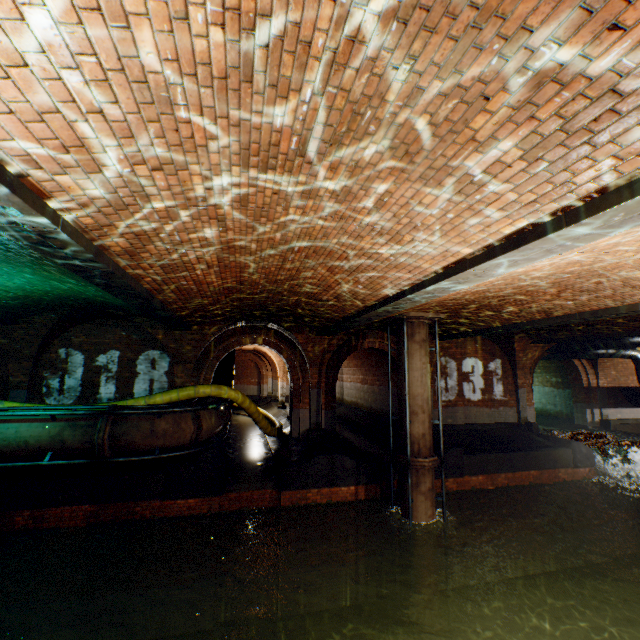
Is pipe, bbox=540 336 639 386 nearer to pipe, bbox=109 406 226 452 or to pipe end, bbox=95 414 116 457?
pipe, bbox=109 406 226 452

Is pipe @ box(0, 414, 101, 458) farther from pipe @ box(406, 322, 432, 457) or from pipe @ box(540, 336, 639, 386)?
pipe @ box(540, 336, 639, 386)

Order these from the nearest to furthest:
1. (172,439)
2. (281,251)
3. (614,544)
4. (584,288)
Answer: (281,251) → (584,288) → (172,439) → (614,544)

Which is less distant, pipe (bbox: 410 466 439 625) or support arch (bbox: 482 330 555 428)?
pipe (bbox: 410 466 439 625)

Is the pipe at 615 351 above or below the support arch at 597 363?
above

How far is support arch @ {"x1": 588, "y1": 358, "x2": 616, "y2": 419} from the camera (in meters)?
16.20

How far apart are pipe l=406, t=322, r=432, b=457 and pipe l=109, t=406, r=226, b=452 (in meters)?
5.30

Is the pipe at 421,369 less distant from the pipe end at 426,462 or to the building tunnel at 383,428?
the pipe end at 426,462
